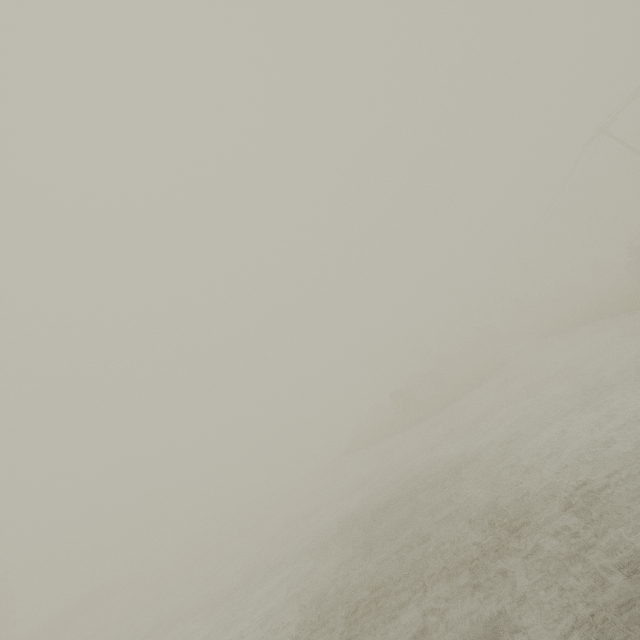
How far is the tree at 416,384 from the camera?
29.5 meters

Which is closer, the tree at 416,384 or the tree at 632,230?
the tree at 416,384

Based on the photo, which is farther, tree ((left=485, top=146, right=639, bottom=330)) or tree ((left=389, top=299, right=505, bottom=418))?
tree ((left=485, top=146, right=639, bottom=330))

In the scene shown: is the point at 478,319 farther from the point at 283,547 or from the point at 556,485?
the point at 556,485

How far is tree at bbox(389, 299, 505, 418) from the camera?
29.5m
